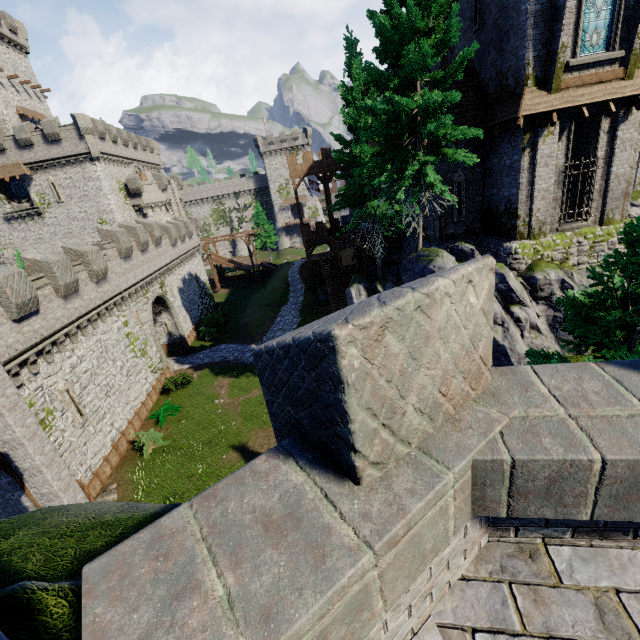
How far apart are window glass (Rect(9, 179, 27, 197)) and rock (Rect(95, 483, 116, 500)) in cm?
3860

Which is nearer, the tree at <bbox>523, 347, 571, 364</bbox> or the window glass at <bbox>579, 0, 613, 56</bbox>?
the tree at <bbox>523, 347, 571, 364</bbox>

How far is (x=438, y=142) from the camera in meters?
13.5 m

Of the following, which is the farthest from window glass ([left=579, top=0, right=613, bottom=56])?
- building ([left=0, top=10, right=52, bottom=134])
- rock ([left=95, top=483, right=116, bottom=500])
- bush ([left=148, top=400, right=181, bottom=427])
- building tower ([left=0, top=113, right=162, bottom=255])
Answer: building ([left=0, top=10, right=52, bottom=134])

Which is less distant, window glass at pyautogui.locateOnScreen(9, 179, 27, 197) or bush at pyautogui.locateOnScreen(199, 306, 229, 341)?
bush at pyautogui.locateOnScreen(199, 306, 229, 341)

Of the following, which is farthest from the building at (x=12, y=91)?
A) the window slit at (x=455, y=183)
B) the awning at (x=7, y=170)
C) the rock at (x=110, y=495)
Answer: the window slit at (x=455, y=183)

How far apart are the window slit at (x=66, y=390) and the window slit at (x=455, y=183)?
22.2m

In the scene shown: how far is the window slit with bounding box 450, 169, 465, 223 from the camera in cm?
1775
